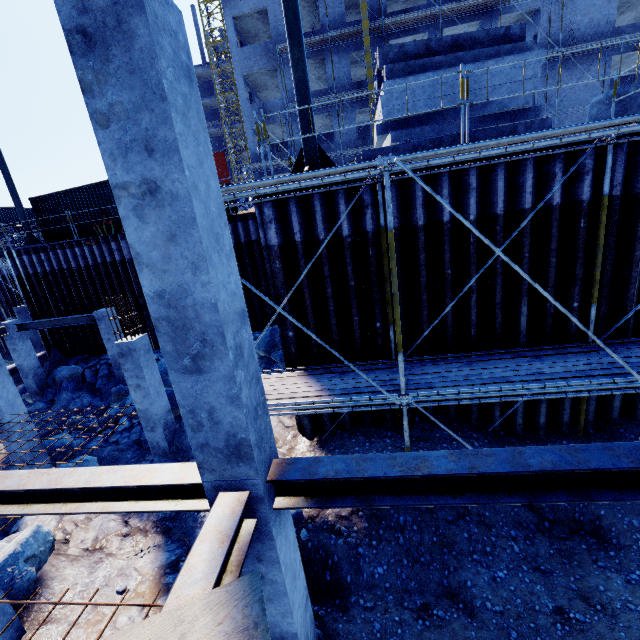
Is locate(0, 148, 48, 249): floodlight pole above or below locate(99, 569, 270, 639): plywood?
above

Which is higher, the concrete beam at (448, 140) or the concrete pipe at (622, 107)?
the concrete pipe at (622, 107)

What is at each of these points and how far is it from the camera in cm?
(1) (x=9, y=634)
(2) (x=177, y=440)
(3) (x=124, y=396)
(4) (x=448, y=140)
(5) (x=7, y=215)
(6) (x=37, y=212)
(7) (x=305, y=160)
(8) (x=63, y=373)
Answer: (1) concrete column, 515
(2) rock, 955
(3) compgrassrocksplants, 1404
(4) concrete beam, 712
(5) cargo container, 3275
(6) cargo container, 1745
(7) floodlight pole, 698
(8) compgrassrocksplants, 1576

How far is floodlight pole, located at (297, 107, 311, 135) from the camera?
6.7m

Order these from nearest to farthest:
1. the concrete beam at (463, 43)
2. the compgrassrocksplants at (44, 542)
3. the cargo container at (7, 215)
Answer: the compgrassrocksplants at (44, 542) < the concrete beam at (463, 43) < the cargo container at (7, 215)

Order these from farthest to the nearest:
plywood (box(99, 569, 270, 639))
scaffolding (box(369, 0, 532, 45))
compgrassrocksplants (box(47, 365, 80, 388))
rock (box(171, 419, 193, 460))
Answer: scaffolding (box(369, 0, 532, 45))
compgrassrocksplants (box(47, 365, 80, 388))
rock (box(171, 419, 193, 460))
plywood (box(99, 569, 270, 639))

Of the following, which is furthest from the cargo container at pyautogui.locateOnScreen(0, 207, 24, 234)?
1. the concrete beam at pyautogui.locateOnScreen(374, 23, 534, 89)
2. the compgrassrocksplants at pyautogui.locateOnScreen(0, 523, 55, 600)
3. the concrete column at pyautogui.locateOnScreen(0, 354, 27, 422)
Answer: the concrete beam at pyautogui.locateOnScreen(374, 23, 534, 89)

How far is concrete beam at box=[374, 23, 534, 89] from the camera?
8.7m
